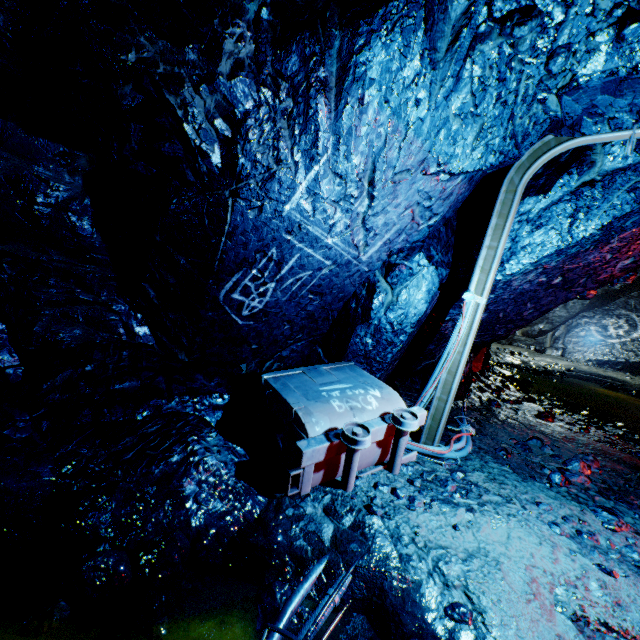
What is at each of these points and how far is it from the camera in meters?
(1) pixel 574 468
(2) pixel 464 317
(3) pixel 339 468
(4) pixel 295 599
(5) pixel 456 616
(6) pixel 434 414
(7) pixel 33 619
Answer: (1) rock, 4.1
(2) cable, 3.8
(3) trolley, 3.1
(4) cable, 2.0
(5) rock, 2.0
(6) support beam, 4.0
(7) rock, 1.7

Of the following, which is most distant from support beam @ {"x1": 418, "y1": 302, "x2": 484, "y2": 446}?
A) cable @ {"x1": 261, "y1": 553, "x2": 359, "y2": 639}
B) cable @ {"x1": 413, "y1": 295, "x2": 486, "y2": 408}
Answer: cable @ {"x1": 261, "y1": 553, "x2": 359, "y2": 639}

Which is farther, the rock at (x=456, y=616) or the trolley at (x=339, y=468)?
the trolley at (x=339, y=468)

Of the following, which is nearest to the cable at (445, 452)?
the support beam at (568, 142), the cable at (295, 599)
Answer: the support beam at (568, 142)

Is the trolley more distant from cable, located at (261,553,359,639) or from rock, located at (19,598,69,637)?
cable, located at (261,553,359,639)

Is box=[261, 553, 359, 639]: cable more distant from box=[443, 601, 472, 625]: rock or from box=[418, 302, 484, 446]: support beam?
box=[418, 302, 484, 446]: support beam

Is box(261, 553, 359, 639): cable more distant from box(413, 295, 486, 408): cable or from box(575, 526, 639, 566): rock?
box(413, 295, 486, 408): cable
